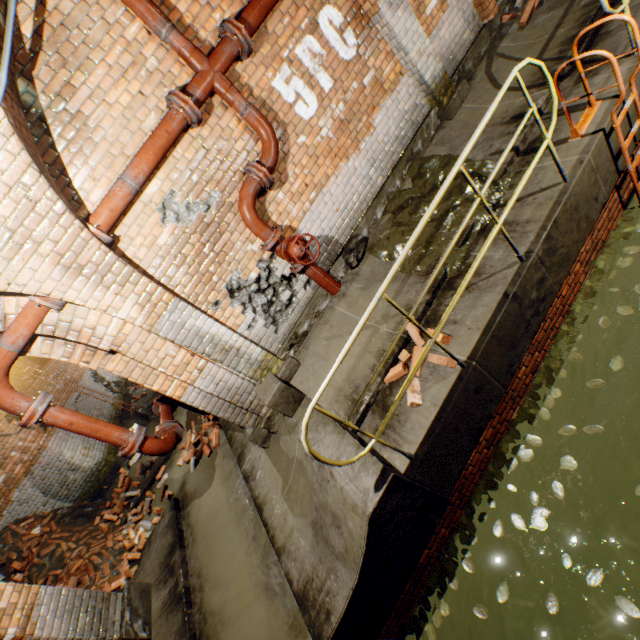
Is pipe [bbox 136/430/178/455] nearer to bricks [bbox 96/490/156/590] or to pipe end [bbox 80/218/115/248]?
pipe end [bbox 80/218/115/248]

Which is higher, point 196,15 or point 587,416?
point 196,15

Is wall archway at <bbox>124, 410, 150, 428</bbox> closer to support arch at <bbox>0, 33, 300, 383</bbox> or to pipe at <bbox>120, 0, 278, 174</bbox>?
support arch at <bbox>0, 33, 300, 383</bbox>

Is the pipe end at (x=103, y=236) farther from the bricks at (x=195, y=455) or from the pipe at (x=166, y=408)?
the bricks at (x=195, y=455)

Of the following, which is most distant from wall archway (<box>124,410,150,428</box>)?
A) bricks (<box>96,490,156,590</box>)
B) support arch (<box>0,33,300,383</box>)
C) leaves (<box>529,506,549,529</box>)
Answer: leaves (<box>529,506,549,529</box>)

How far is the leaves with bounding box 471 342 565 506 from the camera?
3.5 meters

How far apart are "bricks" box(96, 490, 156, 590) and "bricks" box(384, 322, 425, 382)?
5.7m

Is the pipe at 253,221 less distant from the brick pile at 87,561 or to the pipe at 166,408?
the pipe at 166,408
